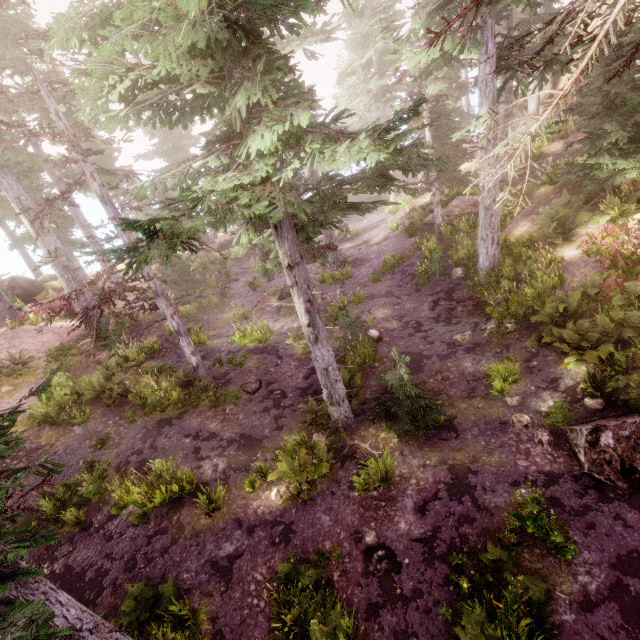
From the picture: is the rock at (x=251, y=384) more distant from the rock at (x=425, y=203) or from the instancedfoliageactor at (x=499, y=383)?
the rock at (x=425, y=203)

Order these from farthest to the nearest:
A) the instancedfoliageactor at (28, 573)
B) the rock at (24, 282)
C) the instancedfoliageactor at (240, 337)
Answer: the rock at (24, 282) → the instancedfoliageactor at (240, 337) → the instancedfoliageactor at (28, 573)

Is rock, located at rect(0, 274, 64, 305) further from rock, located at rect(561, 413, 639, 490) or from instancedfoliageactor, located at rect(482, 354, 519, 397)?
rock, located at rect(561, 413, 639, 490)

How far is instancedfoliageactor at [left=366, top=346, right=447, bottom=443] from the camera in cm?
880

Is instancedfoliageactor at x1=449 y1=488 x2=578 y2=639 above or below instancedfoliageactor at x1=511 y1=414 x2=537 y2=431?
above

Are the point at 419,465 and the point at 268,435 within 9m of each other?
yes

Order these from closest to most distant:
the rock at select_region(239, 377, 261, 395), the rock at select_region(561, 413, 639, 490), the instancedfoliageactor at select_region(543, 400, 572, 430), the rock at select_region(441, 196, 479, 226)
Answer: the rock at select_region(561, 413, 639, 490)
the instancedfoliageactor at select_region(543, 400, 572, 430)
the rock at select_region(239, 377, 261, 395)
the rock at select_region(441, 196, 479, 226)
